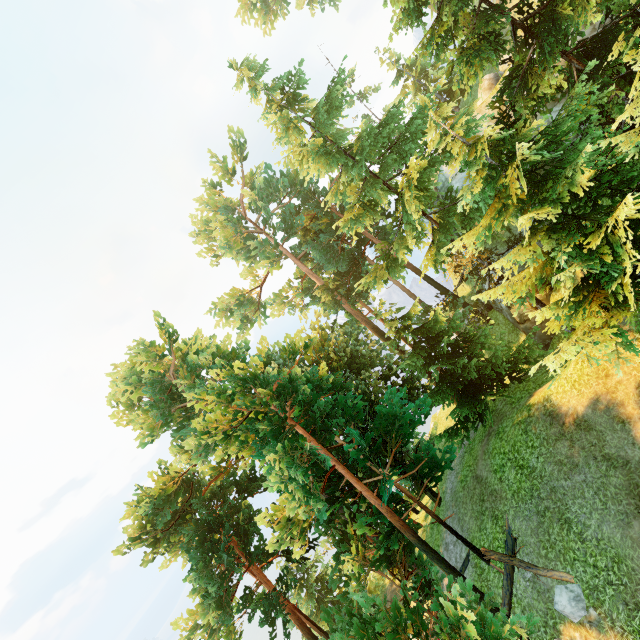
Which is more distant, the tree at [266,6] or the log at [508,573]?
the tree at [266,6]

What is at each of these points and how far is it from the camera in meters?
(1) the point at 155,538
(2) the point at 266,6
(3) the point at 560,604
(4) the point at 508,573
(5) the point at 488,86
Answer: (1) tree, 16.5 m
(2) tree, 34.6 m
(3) rock, 9.8 m
(4) log, 12.1 m
(5) rock, 21.3 m

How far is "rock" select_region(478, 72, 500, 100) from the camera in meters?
21.0

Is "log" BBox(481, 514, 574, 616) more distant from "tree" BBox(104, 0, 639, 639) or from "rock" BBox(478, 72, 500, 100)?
"rock" BBox(478, 72, 500, 100)

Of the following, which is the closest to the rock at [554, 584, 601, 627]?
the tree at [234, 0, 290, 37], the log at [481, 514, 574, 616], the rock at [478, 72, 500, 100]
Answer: the log at [481, 514, 574, 616]

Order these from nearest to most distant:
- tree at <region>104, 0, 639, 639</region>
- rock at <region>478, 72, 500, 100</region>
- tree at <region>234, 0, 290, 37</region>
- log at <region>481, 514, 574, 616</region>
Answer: tree at <region>104, 0, 639, 639</region> → log at <region>481, 514, 574, 616</region> → rock at <region>478, 72, 500, 100</region> → tree at <region>234, 0, 290, 37</region>

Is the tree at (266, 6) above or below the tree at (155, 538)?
above

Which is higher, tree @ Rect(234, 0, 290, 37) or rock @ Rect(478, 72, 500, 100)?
tree @ Rect(234, 0, 290, 37)
